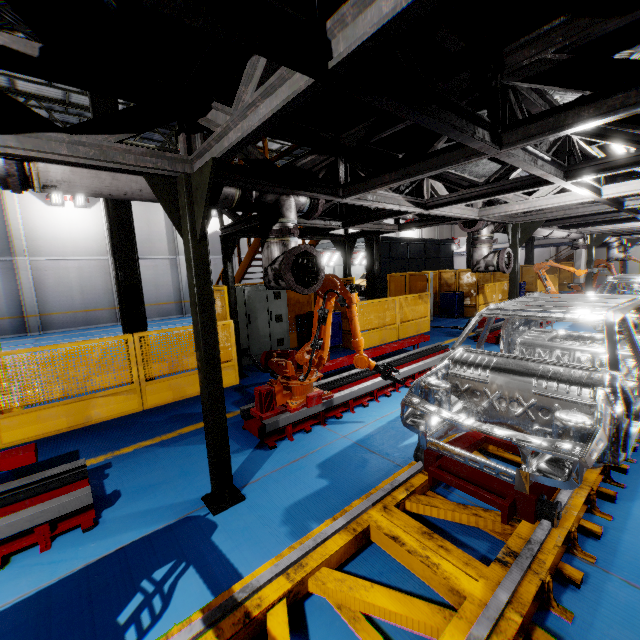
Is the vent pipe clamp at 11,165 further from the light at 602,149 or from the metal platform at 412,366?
the light at 602,149

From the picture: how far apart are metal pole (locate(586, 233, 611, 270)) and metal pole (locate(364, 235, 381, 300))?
8.6 meters

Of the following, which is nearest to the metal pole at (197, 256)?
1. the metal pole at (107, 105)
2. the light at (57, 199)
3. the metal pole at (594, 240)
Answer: the metal pole at (107, 105)

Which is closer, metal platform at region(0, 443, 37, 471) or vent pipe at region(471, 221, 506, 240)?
metal platform at region(0, 443, 37, 471)

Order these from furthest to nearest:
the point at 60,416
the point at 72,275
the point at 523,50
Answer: the point at 72,275, the point at 60,416, the point at 523,50

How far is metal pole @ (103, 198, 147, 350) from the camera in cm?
648

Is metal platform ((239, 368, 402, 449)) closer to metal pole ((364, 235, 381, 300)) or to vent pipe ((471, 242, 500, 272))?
vent pipe ((471, 242, 500, 272))

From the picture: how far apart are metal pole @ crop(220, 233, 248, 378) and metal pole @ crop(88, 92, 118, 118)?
1.44m
